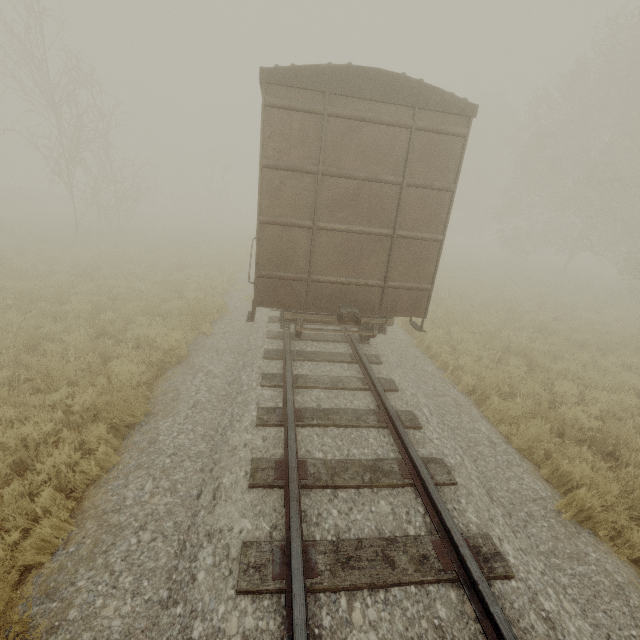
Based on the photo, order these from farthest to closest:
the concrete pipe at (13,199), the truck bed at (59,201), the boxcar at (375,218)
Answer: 1. the truck bed at (59,201)
2. the concrete pipe at (13,199)
3. the boxcar at (375,218)

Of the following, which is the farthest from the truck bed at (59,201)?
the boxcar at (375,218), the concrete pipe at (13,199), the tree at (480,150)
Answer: the tree at (480,150)

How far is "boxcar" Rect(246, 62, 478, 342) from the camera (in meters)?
4.90

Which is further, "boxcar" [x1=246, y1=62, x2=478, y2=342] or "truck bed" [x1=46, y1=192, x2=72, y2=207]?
"truck bed" [x1=46, y1=192, x2=72, y2=207]

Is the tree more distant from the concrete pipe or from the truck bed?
the concrete pipe

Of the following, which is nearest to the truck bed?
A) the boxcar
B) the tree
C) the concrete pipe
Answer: A: the concrete pipe

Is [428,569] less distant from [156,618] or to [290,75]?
[156,618]
